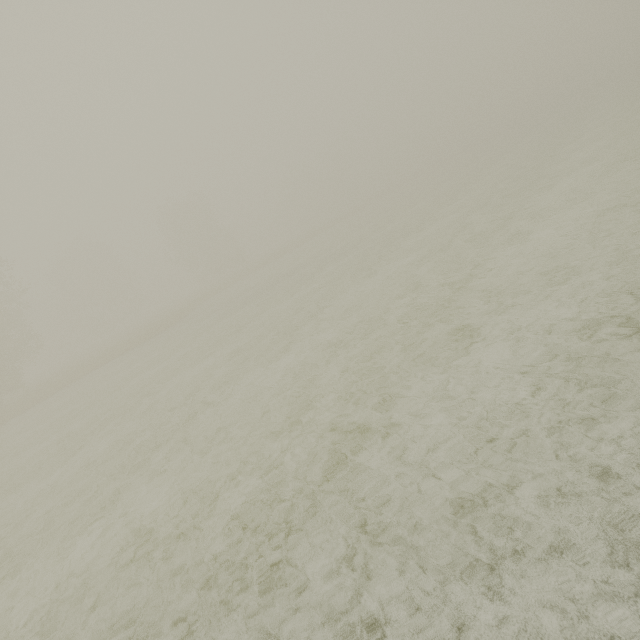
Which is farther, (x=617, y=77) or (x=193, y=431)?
(x=617, y=77)
